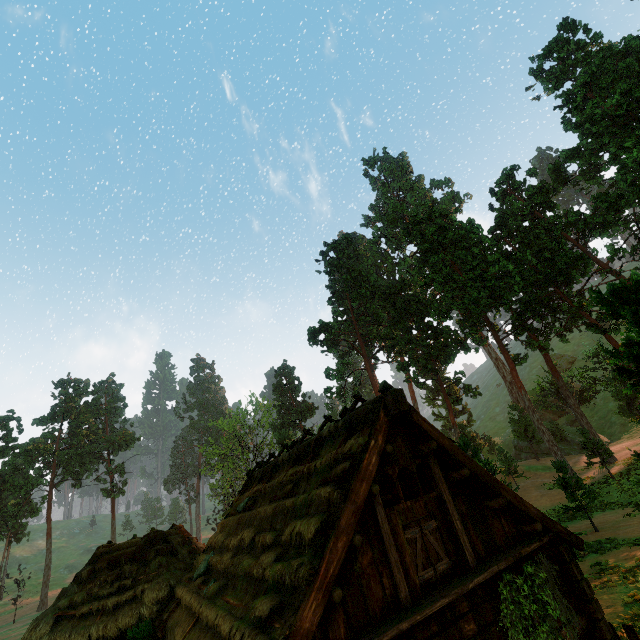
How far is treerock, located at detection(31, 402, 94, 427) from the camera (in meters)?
57.97

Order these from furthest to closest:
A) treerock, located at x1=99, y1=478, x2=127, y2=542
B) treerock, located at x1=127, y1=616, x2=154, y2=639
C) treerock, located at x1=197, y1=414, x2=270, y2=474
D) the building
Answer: treerock, located at x1=99, y1=478, x2=127, y2=542 < treerock, located at x1=197, y1=414, x2=270, y2=474 < treerock, located at x1=127, y1=616, x2=154, y2=639 < the building

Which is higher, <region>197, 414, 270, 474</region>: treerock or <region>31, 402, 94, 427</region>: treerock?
<region>31, 402, 94, 427</region>: treerock

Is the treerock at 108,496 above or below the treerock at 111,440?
below

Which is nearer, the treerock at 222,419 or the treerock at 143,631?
the treerock at 143,631

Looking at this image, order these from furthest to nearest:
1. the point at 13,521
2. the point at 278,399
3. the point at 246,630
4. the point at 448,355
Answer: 1. the point at 278,399
2. the point at 13,521
3. the point at 448,355
4. the point at 246,630

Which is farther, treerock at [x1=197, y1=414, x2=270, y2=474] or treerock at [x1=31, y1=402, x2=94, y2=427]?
treerock at [x1=31, y1=402, x2=94, y2=427]
